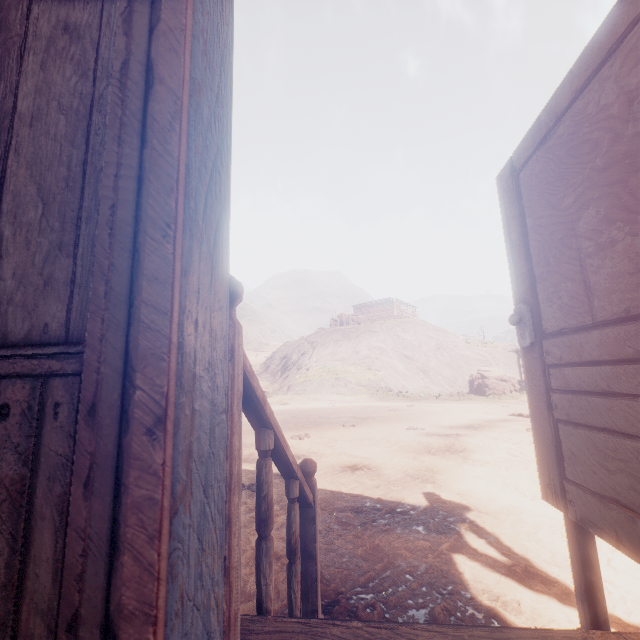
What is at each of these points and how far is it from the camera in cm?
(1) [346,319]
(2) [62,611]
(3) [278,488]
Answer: (1) instancedfoliageactor, 4228
(2) building, 45
(3) z, 508

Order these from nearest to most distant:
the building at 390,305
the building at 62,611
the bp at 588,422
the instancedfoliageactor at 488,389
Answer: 1. the building at 62,611
2. the bp at 588,422
3. the instancedfoliageactor at 488,389
4. the building at 390,305

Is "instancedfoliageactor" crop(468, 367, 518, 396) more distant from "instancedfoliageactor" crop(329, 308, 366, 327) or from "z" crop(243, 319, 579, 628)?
"instancedfoliageactor" crop(329, 308, 366, 327)

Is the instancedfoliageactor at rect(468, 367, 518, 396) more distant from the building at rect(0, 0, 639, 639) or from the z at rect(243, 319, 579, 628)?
the building at rect(0, 0, 639, 639)

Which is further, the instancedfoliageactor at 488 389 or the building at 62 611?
the instancedfoliageactor at 488 389

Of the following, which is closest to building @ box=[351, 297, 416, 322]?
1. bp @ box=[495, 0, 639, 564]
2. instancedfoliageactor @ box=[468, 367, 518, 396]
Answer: bp @ box=[495, 0, 639, 564]

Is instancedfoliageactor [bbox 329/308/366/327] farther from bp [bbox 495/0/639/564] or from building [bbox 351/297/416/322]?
bp [bbox 495/0/639/564]
